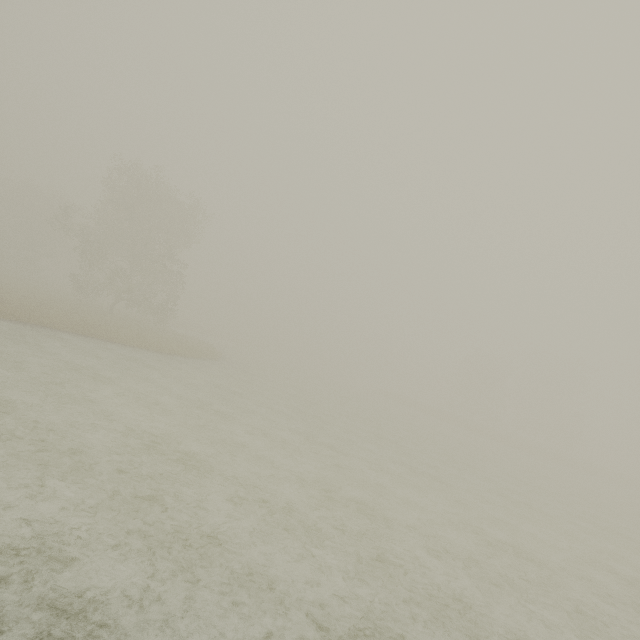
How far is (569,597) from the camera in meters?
8.6
